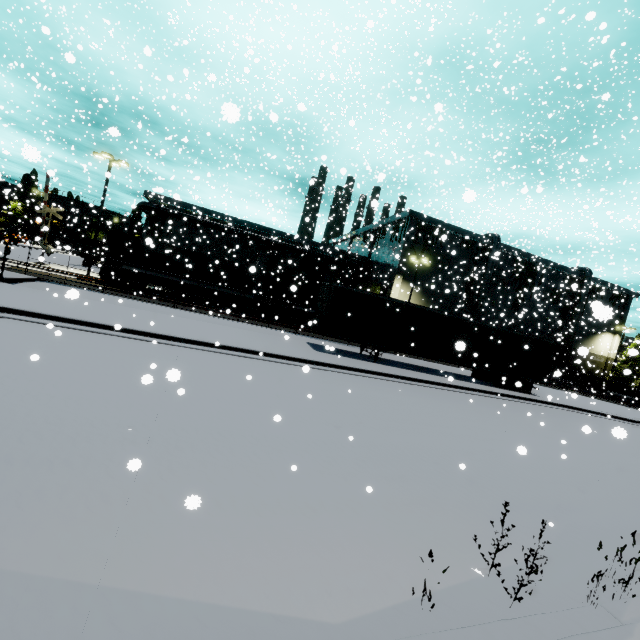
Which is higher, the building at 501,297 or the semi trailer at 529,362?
the building at 501,297

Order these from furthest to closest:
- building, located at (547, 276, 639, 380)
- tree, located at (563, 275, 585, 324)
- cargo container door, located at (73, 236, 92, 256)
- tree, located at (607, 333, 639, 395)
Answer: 1. cargo container door, located at (73, 236, 92, 256)
2. tree, located at (563, 275, 585, 324)
3. tree, located at (607, 333, 639, 395)
4. building, located at (547, 276, 639, 380)

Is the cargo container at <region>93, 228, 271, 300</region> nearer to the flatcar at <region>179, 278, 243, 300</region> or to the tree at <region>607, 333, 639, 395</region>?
the flatcar at <region>179, 278, 243, 300</region>

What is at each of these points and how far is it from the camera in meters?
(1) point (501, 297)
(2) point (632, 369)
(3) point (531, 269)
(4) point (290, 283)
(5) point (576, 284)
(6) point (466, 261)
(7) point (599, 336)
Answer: (1) building, 43.2 m
(2) tree, 46.2 m
(3) tree, 44.2 m
(4) cargo container, 28.0 m
(5) tree, 9.5 m
(6) building, 41.8 m
(7) building, 50.0 m

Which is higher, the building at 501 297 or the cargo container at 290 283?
the building at 501 297

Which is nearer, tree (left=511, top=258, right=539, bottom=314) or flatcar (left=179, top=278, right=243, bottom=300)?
flatcar (left=179, top=278, right=243, bottom=300)

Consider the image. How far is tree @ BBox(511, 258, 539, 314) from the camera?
43.8m

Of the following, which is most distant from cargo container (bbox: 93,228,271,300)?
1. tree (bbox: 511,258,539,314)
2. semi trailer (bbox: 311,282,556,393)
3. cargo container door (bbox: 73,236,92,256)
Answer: tree (bbox: 511,258,539,314)
